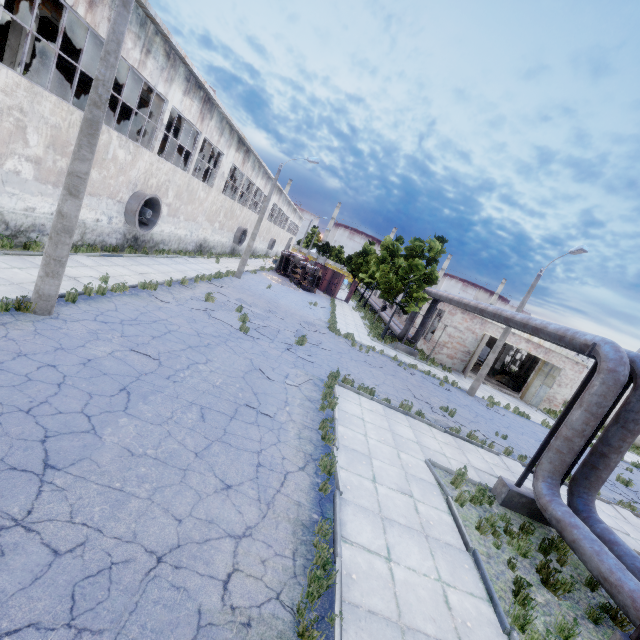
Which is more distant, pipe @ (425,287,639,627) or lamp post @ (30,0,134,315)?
lamp post @ (30,0,134,315)

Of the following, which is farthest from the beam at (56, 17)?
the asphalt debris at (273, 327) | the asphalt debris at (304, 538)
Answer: the asphalt debris at (304, 538)

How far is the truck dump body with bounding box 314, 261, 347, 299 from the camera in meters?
39.3

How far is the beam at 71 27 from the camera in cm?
1284

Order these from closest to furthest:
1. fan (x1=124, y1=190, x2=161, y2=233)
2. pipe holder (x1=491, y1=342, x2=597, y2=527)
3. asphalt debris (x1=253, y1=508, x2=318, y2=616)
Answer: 1. asphalt debris (x1=253, y1=508, x2=318, y2=616)
2. pipe holder (x1=491, y1=342, x2=597, y2=527)
3. fan (x1=124, y1=190, x2=161, y2=233)

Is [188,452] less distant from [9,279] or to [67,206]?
[67,206]

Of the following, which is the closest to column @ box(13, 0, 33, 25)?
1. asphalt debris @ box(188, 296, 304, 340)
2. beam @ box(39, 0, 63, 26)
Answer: beam @ box(39, 0, 63, 26)

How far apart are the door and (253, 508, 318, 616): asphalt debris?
26.21m
